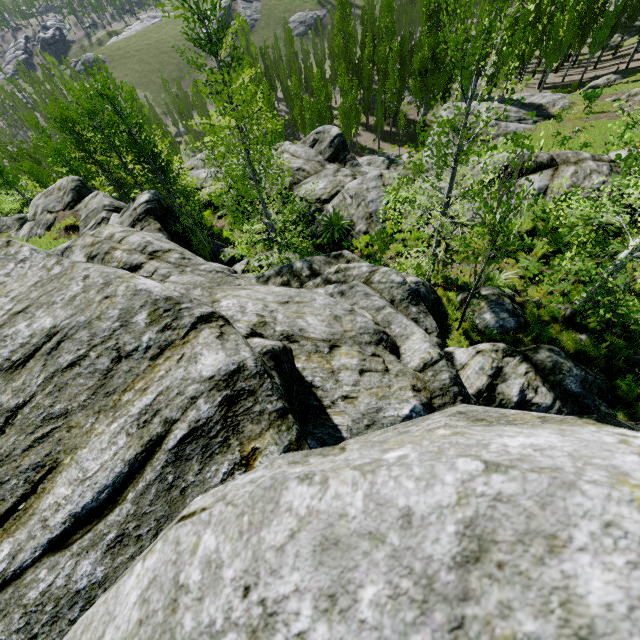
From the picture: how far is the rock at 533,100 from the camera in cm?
2723

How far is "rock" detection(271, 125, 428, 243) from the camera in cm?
1476

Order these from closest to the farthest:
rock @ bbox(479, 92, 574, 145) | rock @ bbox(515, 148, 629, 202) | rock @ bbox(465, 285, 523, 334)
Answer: rock @ bbox(465, 285, 523, 334)
rock @ bbox(515, 148, 629, 202)
rock @ bbox(479, 92, 574, 145)

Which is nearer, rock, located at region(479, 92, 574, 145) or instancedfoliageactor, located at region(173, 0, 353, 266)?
instancedfoliageactor, located at region(173, 0, 353, 266)

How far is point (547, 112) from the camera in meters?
28.6 m

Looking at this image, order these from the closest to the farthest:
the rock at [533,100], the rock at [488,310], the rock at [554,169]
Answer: the rock at [488,310] < the rock at [554,169] < the rock at [533,100]
